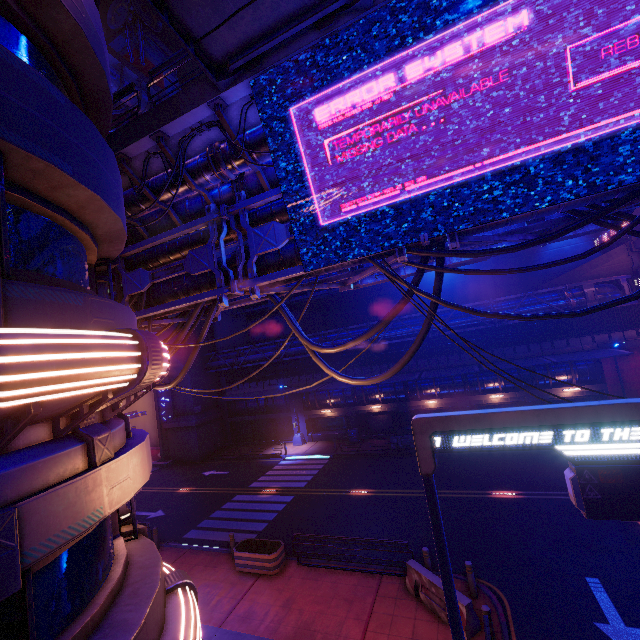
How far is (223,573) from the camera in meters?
13.8

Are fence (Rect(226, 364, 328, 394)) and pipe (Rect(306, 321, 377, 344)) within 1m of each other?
yes

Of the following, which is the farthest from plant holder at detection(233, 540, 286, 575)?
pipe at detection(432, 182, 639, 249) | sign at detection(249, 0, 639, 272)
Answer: sign at detection(249, 0, 639, 272)

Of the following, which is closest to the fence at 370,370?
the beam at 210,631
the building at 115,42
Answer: the building at 115,42

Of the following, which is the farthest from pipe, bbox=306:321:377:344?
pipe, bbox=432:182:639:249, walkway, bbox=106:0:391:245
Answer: walkway, bbox=106:0:391:245

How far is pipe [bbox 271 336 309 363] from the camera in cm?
3138

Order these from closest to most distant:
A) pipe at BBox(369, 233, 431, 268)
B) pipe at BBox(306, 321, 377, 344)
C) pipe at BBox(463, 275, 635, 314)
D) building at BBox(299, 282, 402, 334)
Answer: pipe at BBox(369, 233, 431, 268) → pipe at BBox(463, 275, 635, 314) → pipe at BBox(306, 321, 377, 344) → building at BBox(299, 282, 402, 334)

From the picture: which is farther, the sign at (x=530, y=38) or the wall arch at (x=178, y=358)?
the wall arch at (x=178, y=358)
